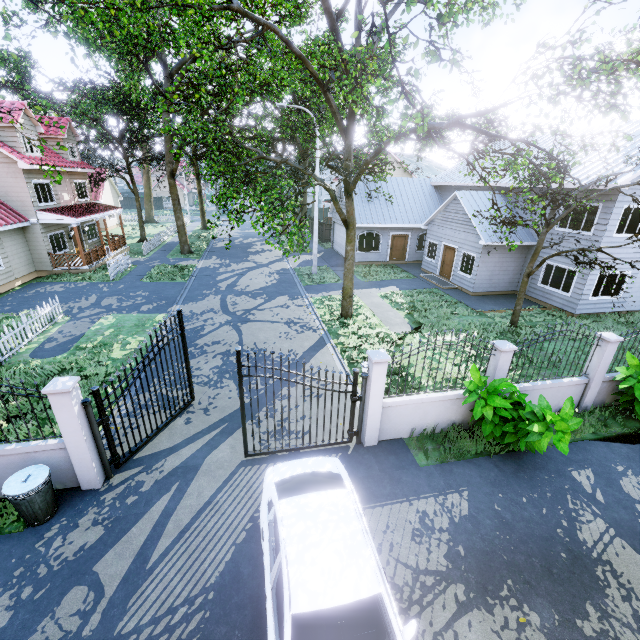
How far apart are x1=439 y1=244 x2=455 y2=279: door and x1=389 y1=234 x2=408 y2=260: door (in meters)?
4.41

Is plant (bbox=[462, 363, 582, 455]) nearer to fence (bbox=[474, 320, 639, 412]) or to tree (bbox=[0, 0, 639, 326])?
fence (bbox=[474, 320, 639, 412])

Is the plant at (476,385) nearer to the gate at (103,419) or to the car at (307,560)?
the car at (307,560)

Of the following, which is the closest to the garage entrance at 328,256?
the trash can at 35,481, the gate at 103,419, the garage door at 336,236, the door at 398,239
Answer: the garage door at 336,236

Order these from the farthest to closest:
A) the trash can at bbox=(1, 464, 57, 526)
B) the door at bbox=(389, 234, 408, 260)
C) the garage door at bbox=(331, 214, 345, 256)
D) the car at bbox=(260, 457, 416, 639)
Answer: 1. the garage door at bbox=(331, 214, 345, 256)
2. the door at bbox=(389, 234, 408, 260)
3. the trash can at bbox=(1, 464, 57, 526)
4. the car at bbox=(260, 457, 416, 639)

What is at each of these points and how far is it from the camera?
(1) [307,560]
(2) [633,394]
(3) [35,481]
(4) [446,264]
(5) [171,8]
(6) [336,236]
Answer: (1) car, 4.2m
(2) plant, 8.9m
(3) trash can, 5.8m
(4) door, 21.1m
(5) tree, 18.2m
(6) garage door, 28.7m

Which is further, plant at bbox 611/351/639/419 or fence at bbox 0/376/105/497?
plant at bbox 611/351/639/419

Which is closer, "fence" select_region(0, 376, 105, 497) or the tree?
"fence" select_region(0, 376, 105, 497)
